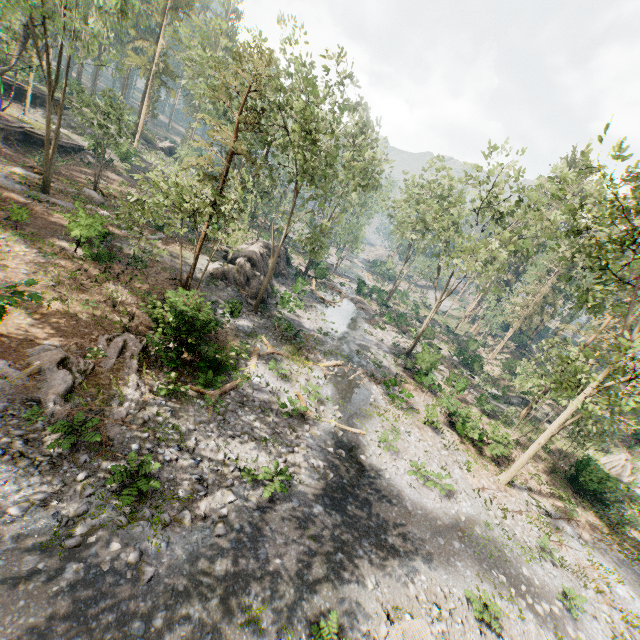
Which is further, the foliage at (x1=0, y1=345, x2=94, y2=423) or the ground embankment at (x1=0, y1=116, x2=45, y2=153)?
the ground embankment at (x1=0, y1=116, x2=45, y2=153)

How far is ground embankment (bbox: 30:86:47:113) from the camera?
39.3m

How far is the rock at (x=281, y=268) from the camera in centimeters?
3572cm

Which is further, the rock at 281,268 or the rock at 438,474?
the rock at 281,268

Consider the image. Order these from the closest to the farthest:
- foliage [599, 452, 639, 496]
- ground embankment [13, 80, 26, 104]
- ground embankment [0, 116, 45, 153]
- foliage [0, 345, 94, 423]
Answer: foliage [0, 345, 94, 423]
foliage [599, 452, 639, 496]
ground embankment [0, 116, 45, 153]
ground embankment [13, 80, 26, 104]

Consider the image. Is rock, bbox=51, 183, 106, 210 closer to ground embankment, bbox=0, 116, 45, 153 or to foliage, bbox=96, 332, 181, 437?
foliage, bbox=96, 332, 181, 437

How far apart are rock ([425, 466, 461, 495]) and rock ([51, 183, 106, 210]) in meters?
32.7 m

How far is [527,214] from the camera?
52.03m
